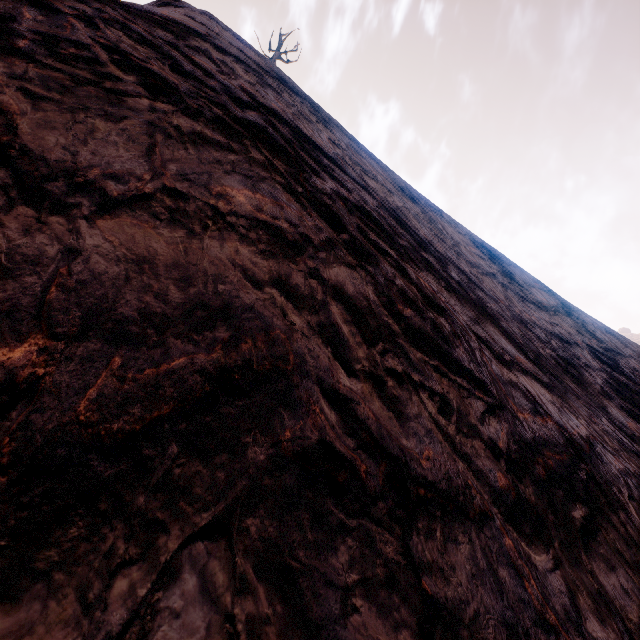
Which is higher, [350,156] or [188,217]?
[350,156]
